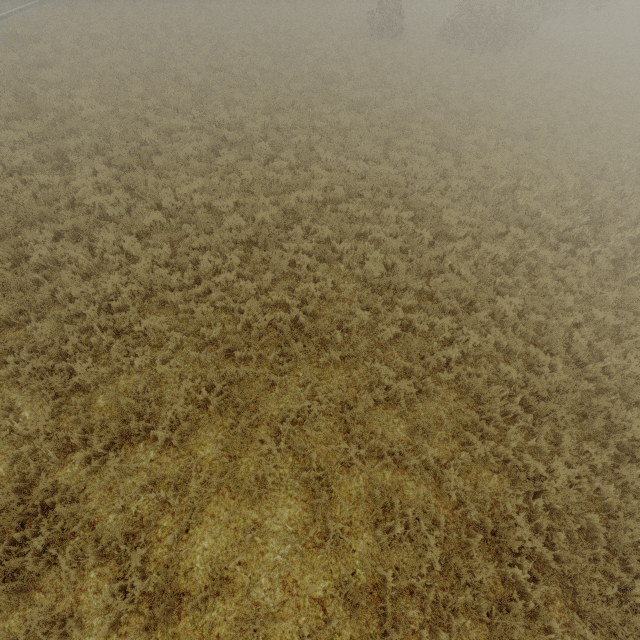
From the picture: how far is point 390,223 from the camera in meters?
10.4
